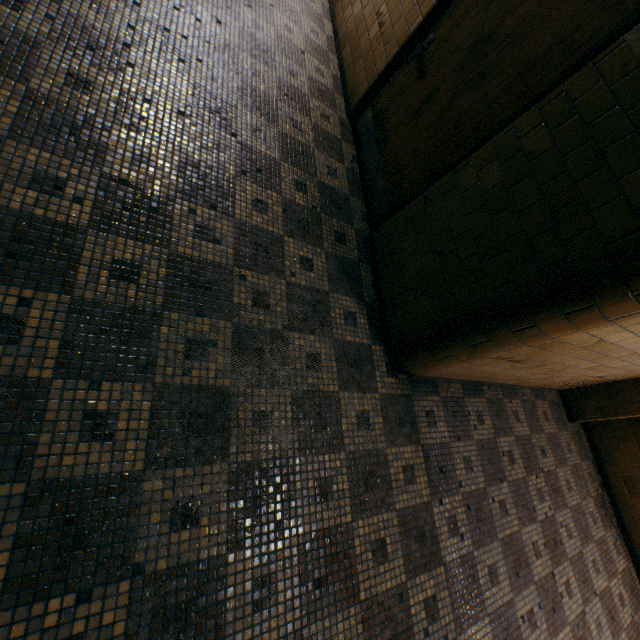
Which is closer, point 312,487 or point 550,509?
point 312,487

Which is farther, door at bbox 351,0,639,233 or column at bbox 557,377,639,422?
column at bbox 557,377,639,422

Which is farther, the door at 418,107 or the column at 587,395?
the column at 587,395
